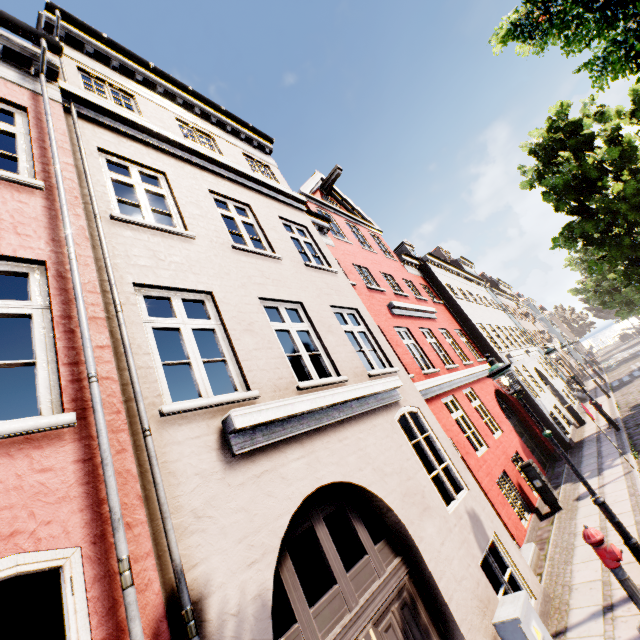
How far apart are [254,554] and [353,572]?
1.5 meters

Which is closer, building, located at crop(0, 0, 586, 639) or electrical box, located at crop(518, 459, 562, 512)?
building, located at crop(0, 0, 586, 639)

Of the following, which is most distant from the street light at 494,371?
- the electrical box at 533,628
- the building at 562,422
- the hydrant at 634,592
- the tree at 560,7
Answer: the tree at 560,7

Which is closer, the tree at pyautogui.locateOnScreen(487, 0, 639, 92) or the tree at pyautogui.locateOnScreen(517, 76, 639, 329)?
the tree at pyautogui.locateOnScreen(487, 0, 639, 92)

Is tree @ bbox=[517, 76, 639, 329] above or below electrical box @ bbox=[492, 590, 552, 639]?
above

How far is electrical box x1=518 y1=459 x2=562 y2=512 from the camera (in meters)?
8.72

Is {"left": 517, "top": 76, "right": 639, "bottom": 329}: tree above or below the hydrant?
above

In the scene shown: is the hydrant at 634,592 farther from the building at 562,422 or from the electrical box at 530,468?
the electrical box at 530,468
